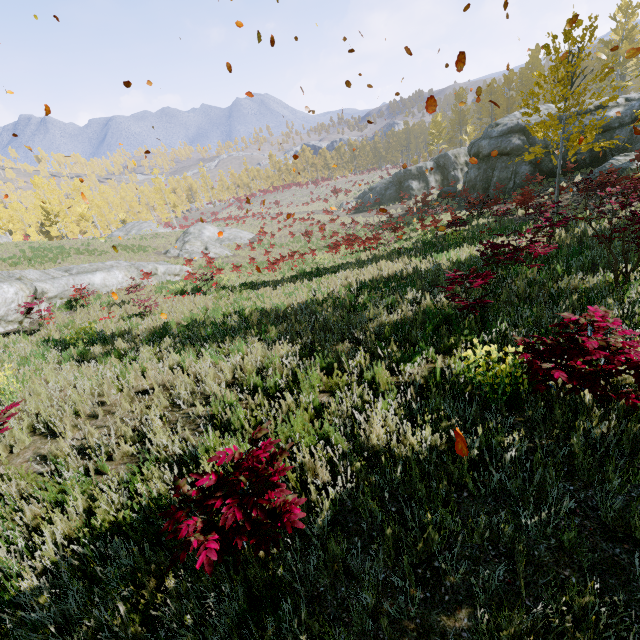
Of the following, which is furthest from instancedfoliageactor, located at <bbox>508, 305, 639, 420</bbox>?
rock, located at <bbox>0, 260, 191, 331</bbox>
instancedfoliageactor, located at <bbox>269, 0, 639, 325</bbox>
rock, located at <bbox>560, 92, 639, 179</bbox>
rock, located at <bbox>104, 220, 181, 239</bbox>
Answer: rock, located at <bbox>0, 260, 191, 331</bbox>

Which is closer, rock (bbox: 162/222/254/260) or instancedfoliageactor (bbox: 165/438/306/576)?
instancedfoliageactor (bbox: 165/438/306/576)

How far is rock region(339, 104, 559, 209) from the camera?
22.2 meters

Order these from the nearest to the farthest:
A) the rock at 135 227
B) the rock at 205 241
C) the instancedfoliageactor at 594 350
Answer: the instancedfoliageactor at 594 350, the rock at 205 241, the rock at 135 227

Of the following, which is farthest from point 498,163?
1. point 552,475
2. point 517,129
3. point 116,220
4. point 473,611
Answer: point 116,220

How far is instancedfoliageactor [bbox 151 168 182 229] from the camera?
55.6 meters

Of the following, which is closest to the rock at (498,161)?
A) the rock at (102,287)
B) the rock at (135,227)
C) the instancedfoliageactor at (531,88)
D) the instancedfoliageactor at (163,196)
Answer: the instancedfoliageactor at (163,196)
